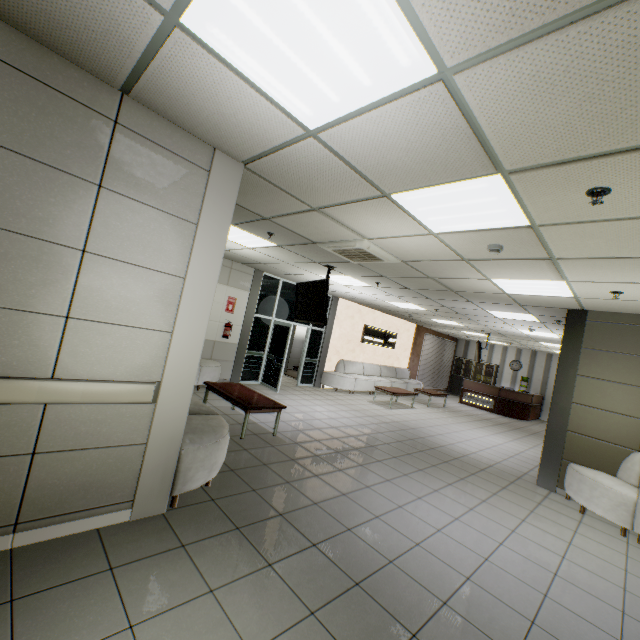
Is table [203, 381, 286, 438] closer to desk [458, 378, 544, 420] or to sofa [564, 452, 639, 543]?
sofa [564, 452, 639, 543]

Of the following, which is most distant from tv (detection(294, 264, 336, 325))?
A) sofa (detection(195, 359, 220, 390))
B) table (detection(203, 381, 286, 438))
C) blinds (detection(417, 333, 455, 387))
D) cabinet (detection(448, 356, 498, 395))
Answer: cabinet (detection(448, 356, 498, 395))

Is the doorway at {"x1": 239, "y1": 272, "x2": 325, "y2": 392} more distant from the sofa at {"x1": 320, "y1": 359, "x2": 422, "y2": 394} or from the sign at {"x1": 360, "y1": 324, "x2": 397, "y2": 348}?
the sign at {"x1": 360, "y1": 324, "x2": 397, "y2": 348}

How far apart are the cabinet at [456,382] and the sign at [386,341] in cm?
613

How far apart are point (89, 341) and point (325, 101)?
2.3 meters

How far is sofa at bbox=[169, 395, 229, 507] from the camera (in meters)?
2.96

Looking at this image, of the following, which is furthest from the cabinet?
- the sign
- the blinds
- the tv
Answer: the tv

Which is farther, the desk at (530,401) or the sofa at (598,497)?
the desk at (530,401)
